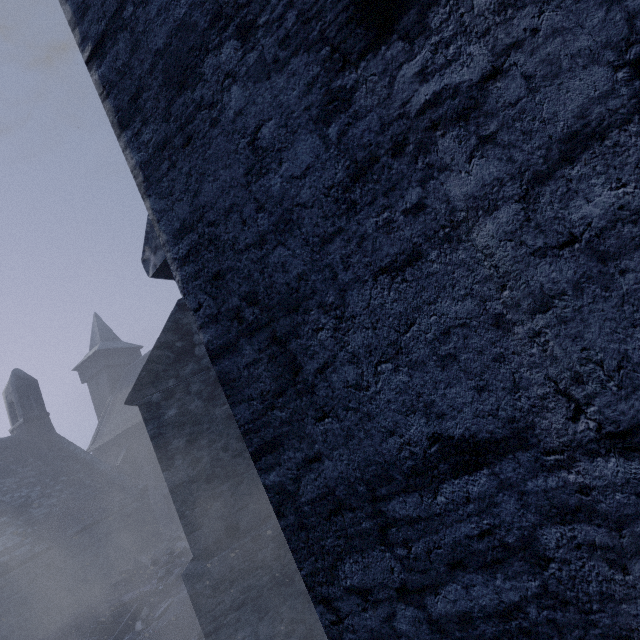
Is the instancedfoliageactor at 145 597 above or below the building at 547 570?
below

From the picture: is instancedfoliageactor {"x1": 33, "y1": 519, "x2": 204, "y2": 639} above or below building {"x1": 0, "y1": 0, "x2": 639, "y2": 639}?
below

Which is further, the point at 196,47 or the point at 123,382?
the point at 123,382

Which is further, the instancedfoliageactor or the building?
the instancedfoliageactor

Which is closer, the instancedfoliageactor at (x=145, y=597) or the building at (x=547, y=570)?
the building at (x=547, y=570)
